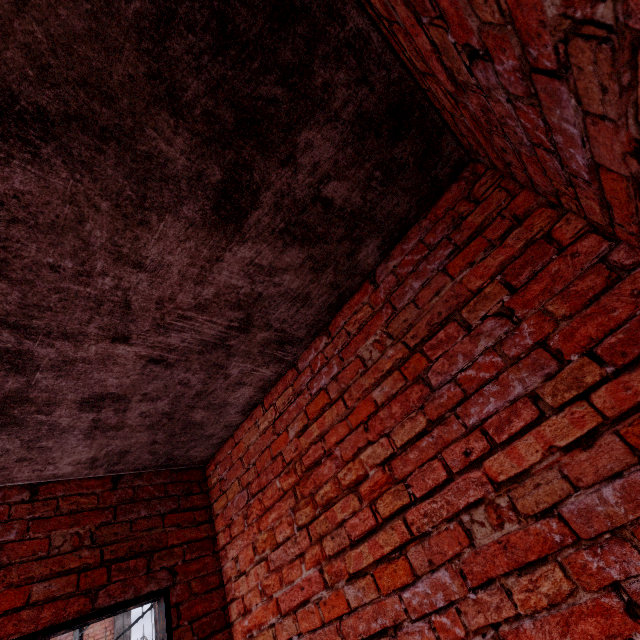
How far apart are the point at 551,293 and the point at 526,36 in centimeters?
91cm
